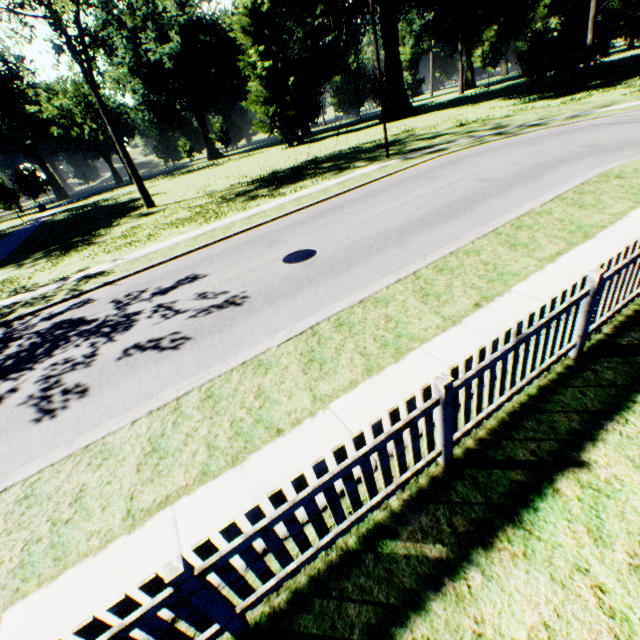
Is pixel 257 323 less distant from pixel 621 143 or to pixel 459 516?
pixel 459 516
